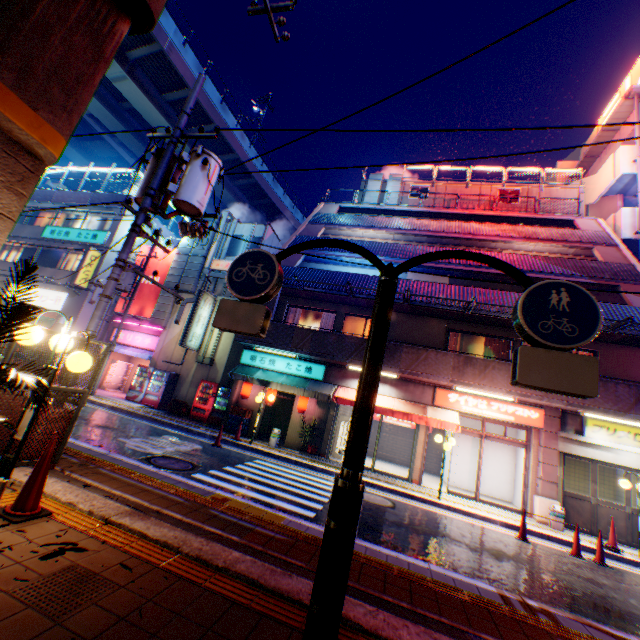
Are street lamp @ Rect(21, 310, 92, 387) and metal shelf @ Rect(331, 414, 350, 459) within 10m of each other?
no

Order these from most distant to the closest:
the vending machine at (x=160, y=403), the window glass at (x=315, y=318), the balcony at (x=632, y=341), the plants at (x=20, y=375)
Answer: the vending machine at (x=160, y=403) → the window glass at (x=315, y=318) → the balcony at (x=632, y=341) → the plants at (x=20, y=375)

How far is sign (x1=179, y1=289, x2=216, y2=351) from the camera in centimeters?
1777cm

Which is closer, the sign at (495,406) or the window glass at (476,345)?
the sign at (495,406)

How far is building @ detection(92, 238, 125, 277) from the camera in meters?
20.5 m

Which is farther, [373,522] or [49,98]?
[373,522]

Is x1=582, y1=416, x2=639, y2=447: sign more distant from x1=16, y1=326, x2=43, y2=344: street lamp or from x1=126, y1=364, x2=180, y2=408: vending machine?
x1=126, y1=364, x2=180, y2=408: vending machine

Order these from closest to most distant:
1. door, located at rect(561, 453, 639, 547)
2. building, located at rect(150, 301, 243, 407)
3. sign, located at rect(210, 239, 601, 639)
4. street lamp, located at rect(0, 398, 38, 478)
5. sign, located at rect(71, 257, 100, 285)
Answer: sign, located at rect(210, 239, 601, 639) → street lamp, located at rect(0, 398, 38, 478) → door, located at rect(561, 453, 639, 547) → building, located at rect(150, 301, 243, 407) → sign, located at rect(71, 257, 100, 285)
